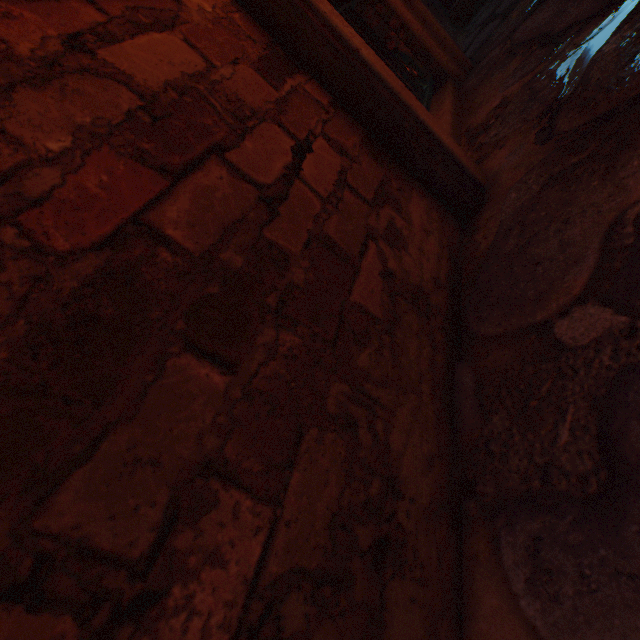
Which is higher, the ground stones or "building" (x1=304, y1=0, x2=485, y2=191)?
"building" (x1=304, y1=0, x2=485, y2=191)

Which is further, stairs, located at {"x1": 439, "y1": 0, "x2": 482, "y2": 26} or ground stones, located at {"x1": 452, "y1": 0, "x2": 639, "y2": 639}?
stairs, located at {"x1": 439, "y1": 0, "x2": 482, "y2": 26}

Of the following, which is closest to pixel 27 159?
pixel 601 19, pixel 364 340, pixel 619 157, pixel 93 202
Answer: pixel 93 202

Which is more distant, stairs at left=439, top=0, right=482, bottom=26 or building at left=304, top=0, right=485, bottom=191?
stairs at left=439, top=0, right=482, bottom=26

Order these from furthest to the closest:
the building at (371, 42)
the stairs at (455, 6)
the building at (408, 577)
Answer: the stairs at (455, 6) < the building at (371, 42) < the building at (408, 577)

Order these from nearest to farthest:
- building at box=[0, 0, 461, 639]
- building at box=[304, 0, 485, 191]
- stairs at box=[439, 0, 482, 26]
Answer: building at box=[0, 0, 461, 639] → building at box=[304, 0, 485, 191] → stairs at box=[439, 0, 482, 26]

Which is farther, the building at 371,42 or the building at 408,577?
the building at 371,42

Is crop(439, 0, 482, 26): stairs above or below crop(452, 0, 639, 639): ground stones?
above
